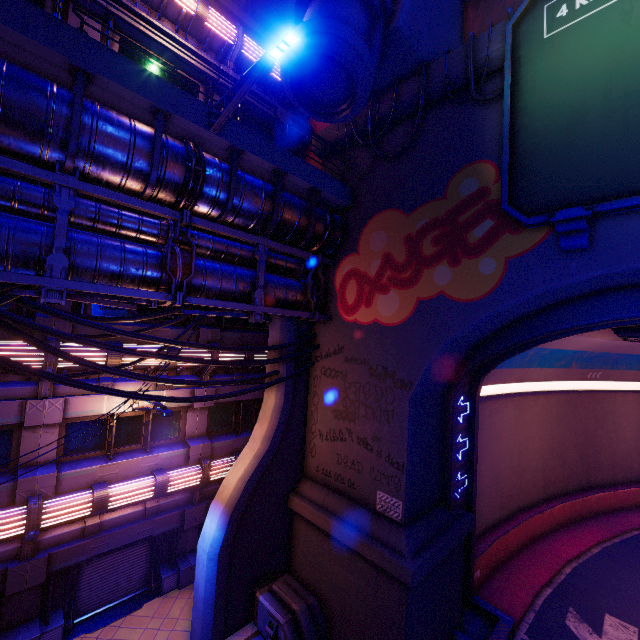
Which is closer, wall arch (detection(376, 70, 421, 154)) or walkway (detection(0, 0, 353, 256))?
walkway (detection(0, 0, 353, 256))

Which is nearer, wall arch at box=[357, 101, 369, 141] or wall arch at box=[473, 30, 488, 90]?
wall arch at box=[473, 30, 488, 90]

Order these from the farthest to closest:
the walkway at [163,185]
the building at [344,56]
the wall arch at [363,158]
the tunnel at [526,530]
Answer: the wall arch at [363,158], the tunnel at [526,530], the building at [344,56], the walkway at [163,185]

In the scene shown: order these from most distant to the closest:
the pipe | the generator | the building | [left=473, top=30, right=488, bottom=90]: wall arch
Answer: the generator, [left=473, top=30, right=488, bottom=90]: wall arch, the building, the pipe

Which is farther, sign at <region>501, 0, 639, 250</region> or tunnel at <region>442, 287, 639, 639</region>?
tunnel at <region>442, 287, 639, 639</region>

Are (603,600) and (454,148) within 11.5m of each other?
no

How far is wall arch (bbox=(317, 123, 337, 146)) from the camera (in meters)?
12.67

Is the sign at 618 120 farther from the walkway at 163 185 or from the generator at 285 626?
the generator at 285 626
